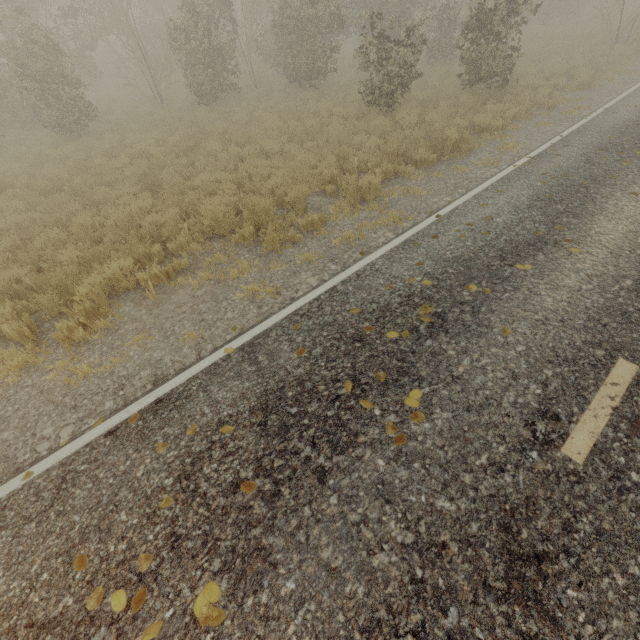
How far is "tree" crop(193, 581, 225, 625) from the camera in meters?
2.3

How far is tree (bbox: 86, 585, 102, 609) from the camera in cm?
248

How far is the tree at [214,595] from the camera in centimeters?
233cm

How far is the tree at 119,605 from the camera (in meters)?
2.46

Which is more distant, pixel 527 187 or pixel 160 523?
pixel 527 187

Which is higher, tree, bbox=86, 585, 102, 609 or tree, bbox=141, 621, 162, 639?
tree, bbox=141, 621, 162, 639
